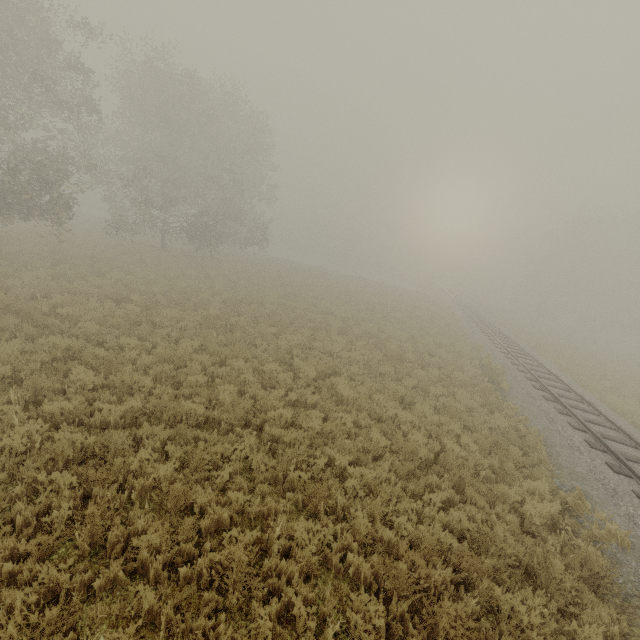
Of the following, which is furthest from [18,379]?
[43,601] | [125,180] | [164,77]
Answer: [164,77]
